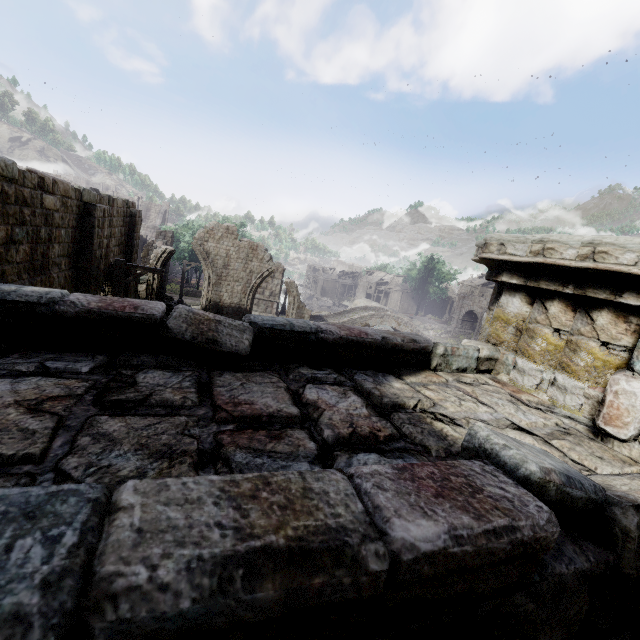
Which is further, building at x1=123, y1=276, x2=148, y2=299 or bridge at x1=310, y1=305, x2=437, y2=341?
bridge at x1=310, y1=305, x2=437, y2=341

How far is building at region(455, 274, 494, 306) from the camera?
54.8 meters

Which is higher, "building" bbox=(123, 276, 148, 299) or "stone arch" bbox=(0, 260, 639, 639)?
"stone arch" bbox=(0, 260, 639, 639)

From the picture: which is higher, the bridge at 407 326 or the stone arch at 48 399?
the stone arch at 48 399

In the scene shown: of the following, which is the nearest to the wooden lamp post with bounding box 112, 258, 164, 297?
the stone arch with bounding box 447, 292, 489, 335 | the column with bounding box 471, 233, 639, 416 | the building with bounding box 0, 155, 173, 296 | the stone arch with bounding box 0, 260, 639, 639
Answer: the building with bounding box 0, 155, 173, 296

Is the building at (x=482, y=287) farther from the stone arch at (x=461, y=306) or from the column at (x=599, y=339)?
the stone arch at (x=461, y=306)

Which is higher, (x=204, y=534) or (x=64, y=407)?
(x=204, y=534)

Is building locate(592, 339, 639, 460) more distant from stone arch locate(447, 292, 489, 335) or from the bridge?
the bridge
